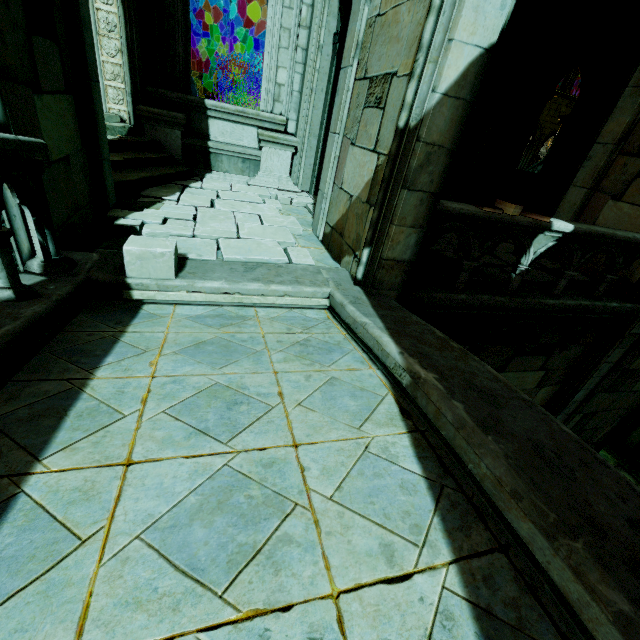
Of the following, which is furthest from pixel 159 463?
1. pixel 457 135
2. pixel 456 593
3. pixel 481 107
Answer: pixel 481 107

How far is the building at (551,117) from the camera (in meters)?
12.05

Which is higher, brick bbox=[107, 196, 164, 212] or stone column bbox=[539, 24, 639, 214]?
stone column bbox=[539, 24, 639, 214]

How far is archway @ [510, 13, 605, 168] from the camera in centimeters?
918cm

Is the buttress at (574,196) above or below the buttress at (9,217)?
above

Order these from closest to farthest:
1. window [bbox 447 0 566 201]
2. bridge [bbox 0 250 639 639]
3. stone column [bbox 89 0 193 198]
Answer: bridge [bbox 0 250 639 639]
stone column [bbox 89 0 193 198]
window [bbox 447 0 566 201]

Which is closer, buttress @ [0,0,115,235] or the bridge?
the bridge

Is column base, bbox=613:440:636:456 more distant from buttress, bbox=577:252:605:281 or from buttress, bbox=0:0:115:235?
buttress, bbox=0:0:115:235
